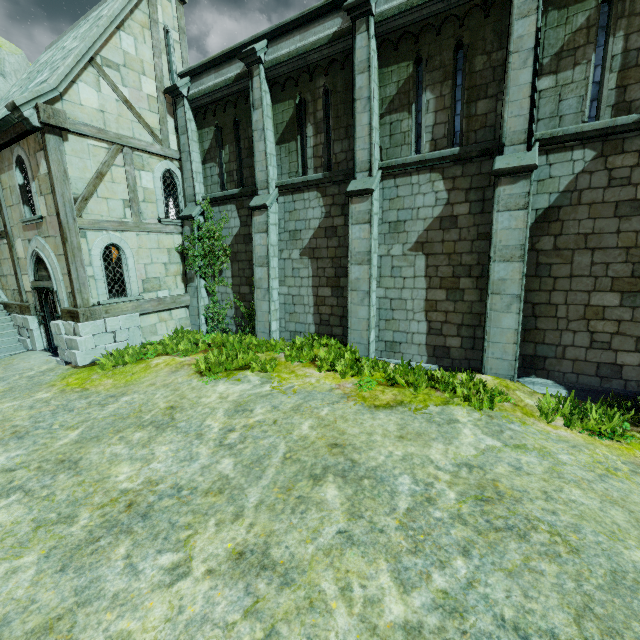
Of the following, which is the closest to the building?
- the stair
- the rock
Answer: the stair

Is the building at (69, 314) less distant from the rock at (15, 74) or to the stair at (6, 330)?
the stair at (6, 330)

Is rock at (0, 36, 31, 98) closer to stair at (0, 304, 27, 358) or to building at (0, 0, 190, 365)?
stair at (0, 304, 27, 358)

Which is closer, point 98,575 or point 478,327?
point 98,575

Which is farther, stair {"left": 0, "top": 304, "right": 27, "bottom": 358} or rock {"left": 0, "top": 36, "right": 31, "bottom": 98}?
rock {"left": 0, "top": 36, "right": 31, "bottom": 98}

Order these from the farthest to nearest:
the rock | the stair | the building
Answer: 1. the rock
2. the stair
3. the building

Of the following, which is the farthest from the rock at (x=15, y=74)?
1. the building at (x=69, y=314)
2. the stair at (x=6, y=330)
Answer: the building at (x=69, y=314)
